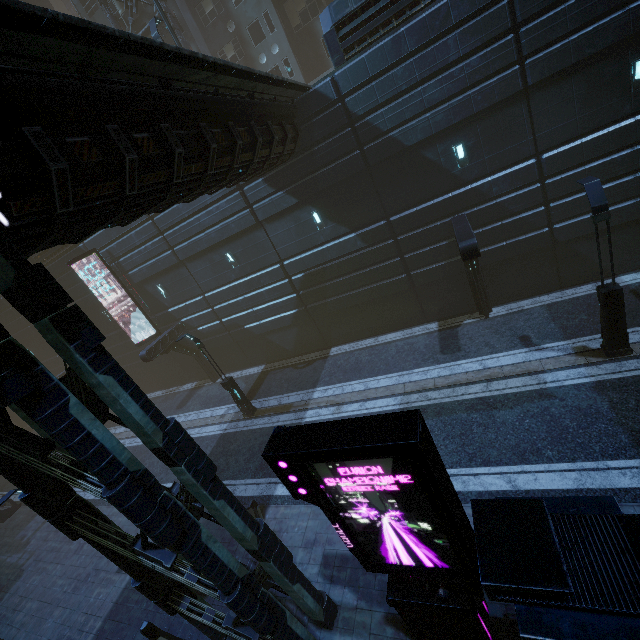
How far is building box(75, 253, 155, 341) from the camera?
21.0m

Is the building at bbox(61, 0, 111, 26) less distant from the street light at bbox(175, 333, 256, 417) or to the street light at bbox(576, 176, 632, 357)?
the street light at bbox(576, 176, 632, 357)

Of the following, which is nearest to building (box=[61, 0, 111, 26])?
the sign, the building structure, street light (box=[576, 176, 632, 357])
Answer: the building structure

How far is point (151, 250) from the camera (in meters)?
19.09

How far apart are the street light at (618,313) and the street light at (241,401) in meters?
14.9

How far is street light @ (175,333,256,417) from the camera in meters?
15.2

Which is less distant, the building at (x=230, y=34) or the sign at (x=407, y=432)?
the sign at (x=407, y=432)

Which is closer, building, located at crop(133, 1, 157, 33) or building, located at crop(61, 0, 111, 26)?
building, located at crop(133, 1, 157, 33)
